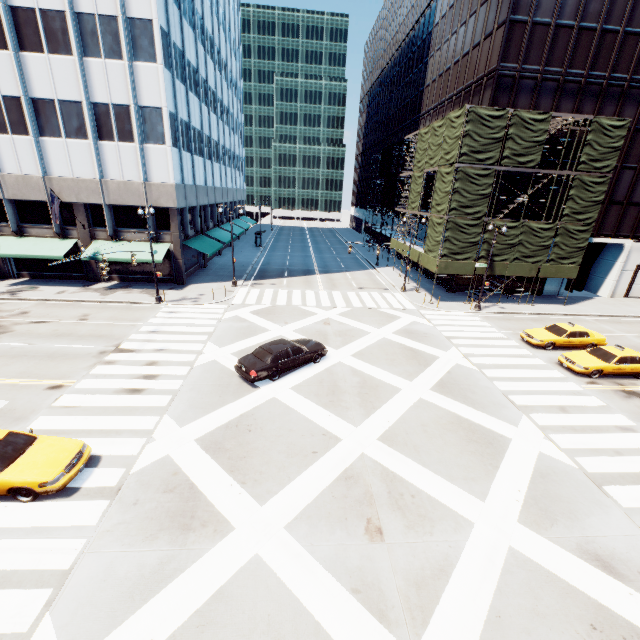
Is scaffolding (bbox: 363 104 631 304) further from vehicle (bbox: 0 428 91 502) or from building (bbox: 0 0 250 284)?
vehicle (bbox: 0 428 91 502)

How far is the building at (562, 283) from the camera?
33.91m

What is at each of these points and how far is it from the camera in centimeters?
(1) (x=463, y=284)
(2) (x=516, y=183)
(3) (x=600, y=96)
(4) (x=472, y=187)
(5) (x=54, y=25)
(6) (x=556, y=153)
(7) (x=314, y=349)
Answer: (1) building, 3359cm
(2) building, 3020cm
(3) building, 2792cm
(4) scaffolding, 2636cm
(5) building, 2314cm
(6) building, 2947cm
(7) vehicle, 1781cm

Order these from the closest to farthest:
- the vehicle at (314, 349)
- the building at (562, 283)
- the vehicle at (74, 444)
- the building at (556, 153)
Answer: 1. the vehicle at (74, 444)
2. the vehicle at (314, 349)
3. the building at (556, 153)
4. the building at (562, 283)

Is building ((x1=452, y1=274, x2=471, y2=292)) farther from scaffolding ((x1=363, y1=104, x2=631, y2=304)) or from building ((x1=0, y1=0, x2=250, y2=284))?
building ((x1=0, y1=0, x2=250, y2=284))

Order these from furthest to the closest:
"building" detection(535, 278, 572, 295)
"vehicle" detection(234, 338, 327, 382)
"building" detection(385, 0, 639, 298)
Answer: "building" detection(535, 278, 572, 295)
"building" detection(385, 0, 639, 298)
"vehicle" detection(234, 338, 327, 382)

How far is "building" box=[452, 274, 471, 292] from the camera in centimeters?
3334cm
